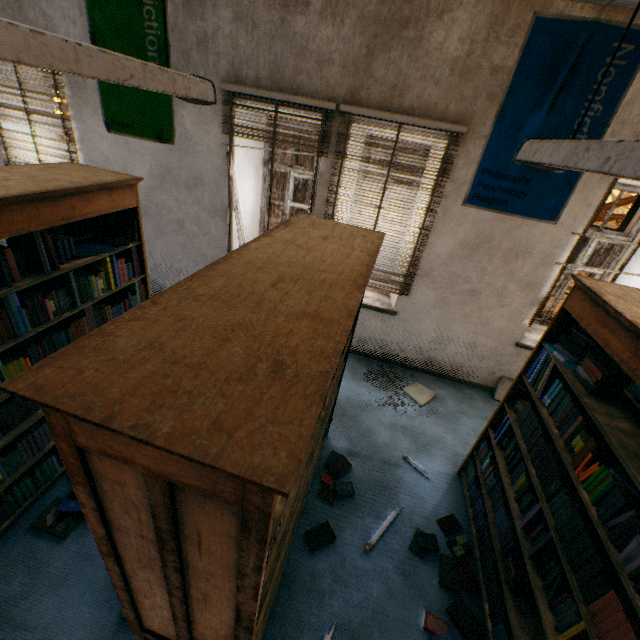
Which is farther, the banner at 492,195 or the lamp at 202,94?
the banner at 492,195

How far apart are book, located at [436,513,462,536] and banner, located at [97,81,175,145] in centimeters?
438cm

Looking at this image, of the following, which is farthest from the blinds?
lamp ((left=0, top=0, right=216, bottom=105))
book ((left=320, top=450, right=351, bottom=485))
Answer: book ((left=320, top=450, right=351, bottom=485))

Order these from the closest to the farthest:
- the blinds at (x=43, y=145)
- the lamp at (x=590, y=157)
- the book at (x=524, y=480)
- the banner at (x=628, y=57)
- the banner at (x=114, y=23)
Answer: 1. the lamp at (x=590, y=157)
2. the book at (x=524, y=480)
3. the banner at (x=628, y=57)
4. the banner at (x=114, y=23)
5. the blinds at (x=43, y=145)

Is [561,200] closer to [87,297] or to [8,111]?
[87,297]

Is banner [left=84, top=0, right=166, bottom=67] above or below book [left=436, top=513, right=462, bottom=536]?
above

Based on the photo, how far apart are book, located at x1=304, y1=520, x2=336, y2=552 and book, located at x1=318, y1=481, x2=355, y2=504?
0.2m

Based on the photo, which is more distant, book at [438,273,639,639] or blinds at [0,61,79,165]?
blinds at [0,61,79,165]
